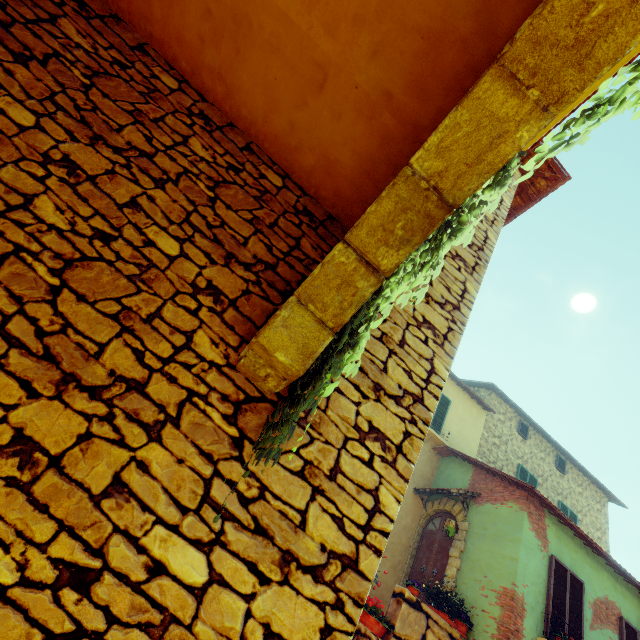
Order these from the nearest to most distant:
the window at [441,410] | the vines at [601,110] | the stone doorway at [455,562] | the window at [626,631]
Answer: the vines at [601,110], the window at [626,631], the stone doorway at [455,562], the window at [441,410]

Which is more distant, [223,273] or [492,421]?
[492,421]

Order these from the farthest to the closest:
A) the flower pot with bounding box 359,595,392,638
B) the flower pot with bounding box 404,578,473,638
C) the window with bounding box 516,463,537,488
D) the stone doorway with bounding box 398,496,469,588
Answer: the window with bounding box 516,463,537,488, the stone doorway with bounding box 398,496,469,588, the flower pot with bounding box 404,578,473,638, the flower pot with bounding box 359,595,392,638

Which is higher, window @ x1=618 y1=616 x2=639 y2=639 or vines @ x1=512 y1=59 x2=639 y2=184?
window @ x1=618 y1=616 x2=639 y2=639

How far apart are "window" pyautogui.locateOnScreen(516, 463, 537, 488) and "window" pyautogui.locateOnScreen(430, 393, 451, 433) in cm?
404

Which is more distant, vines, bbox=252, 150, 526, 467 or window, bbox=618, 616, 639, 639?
window, bbox=618, 616, 639, 639

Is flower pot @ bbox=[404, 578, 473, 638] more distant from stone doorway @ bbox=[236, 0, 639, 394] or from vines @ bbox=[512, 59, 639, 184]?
stone doorway @ bbox=[236, 0, 639, 394]

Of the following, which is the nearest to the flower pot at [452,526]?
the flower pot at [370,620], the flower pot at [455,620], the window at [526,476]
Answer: the flower pot at [455,620]
